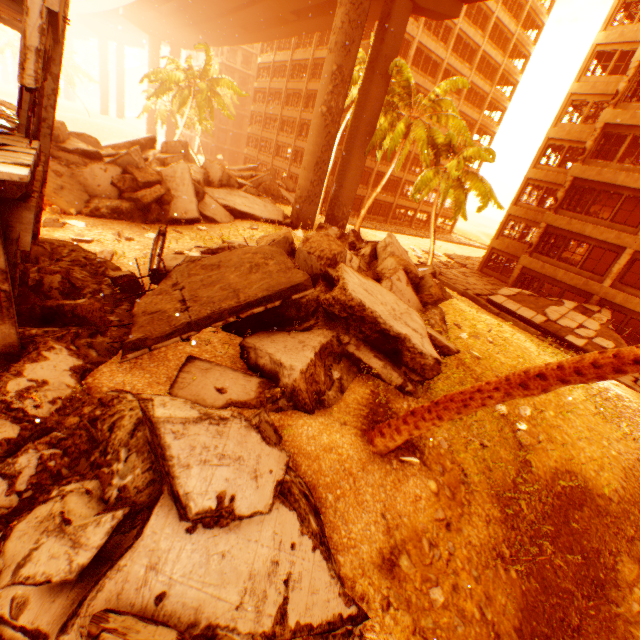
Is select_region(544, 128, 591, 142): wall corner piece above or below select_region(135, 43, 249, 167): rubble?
above

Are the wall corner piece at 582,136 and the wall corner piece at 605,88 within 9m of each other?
yes

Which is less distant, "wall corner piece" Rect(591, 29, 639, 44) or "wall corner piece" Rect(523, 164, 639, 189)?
"wall corner piece" Rect(523, 164, 639, 189)

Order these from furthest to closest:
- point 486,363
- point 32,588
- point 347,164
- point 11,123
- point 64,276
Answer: point 347,164 → point 486,363 → point 11,123 → point 64,276 → point 32,588

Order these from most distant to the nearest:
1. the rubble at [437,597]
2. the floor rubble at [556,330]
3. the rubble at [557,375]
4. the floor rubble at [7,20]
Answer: the floor rubble at [556,330] → the floor rubble at [7,20] → the rubble at [437,597] → the rubble at [557,375]

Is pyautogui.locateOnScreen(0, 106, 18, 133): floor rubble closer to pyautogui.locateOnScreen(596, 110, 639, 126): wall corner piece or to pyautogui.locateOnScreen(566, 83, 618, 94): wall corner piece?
pyautogui.locateOnScreen(596, 110, 639, 126): wall corner piece

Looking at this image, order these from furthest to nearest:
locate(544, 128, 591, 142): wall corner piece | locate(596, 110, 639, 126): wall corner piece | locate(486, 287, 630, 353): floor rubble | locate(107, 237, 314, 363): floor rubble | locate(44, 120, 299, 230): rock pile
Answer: locate(544, 128, 591, 142): wall corner piece, locate(596, 110, 639, 126): wall corner piece, locate(486, 287, 630, 353): floor rubble, locate(44, 120, 299, 230): rock pile, locate(107, 237, 314, 363): floor rubble

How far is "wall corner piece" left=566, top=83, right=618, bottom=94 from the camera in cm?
2228
